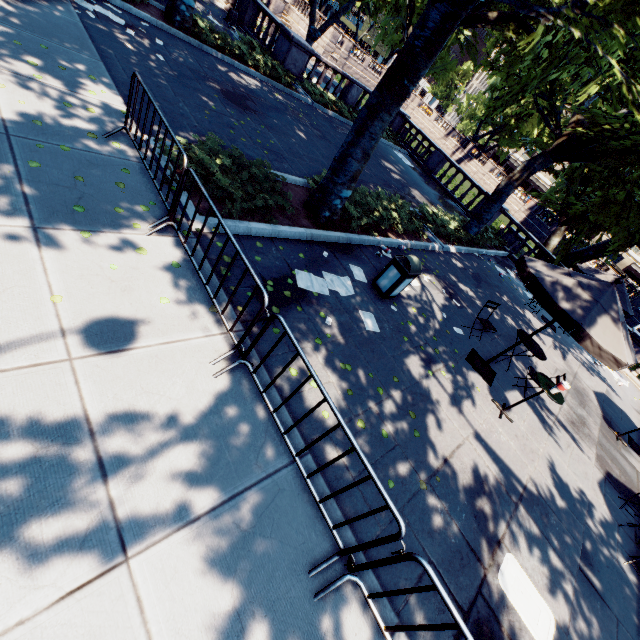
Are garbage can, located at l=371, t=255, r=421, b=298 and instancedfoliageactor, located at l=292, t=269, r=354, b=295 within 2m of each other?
yes

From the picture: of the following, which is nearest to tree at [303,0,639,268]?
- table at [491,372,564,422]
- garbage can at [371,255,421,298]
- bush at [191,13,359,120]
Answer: bush at [191,13,359,120]

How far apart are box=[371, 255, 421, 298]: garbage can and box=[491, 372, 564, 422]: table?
3.12m

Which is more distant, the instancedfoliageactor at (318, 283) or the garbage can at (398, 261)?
the garbage can at (398, 261)

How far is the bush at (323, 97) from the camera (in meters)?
11.99

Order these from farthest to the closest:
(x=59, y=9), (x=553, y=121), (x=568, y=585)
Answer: (x=553, y=121) < (x=59, y=9) < (x=568, y=585)

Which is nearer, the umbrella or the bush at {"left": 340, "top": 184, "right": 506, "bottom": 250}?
the umbrella

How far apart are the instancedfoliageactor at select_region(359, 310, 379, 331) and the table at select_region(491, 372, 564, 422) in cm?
317
